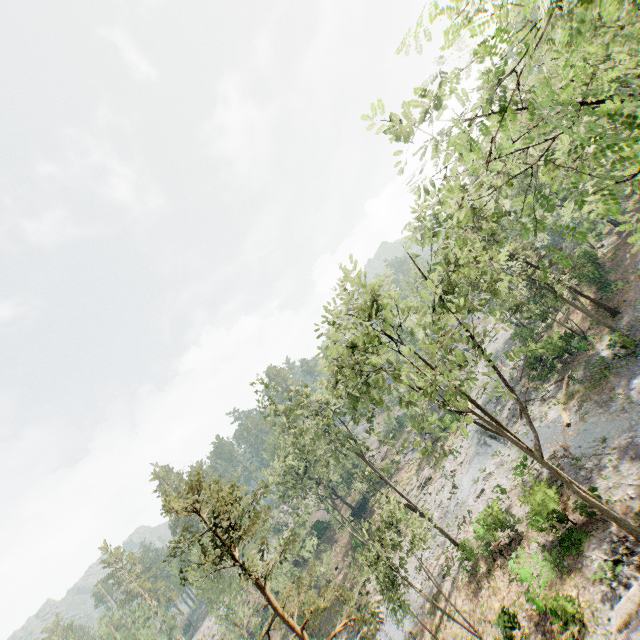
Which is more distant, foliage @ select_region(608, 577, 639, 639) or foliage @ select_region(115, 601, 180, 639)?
foliage @ select_region(115, 601, 180, 639)

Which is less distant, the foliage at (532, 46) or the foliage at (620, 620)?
the foliage at (532, 46)

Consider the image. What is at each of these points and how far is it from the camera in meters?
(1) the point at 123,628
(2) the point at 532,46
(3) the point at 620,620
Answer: (1) foliage, 54.5 m
(2) foliage, 3.6 m
(3) foliage, 13.1 m

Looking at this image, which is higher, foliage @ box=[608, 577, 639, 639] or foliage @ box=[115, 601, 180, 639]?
foliage @ box=[115, 601, 180, 639]

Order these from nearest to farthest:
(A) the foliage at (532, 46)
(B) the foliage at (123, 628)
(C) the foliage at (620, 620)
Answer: (A) the foliage at (532, 46) → (C) the foliage at (620, 620) → (B) the foliage at (123, 628)
